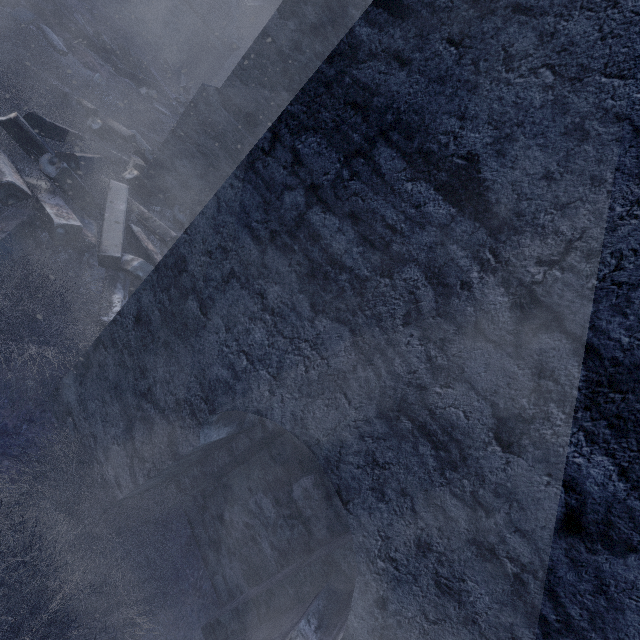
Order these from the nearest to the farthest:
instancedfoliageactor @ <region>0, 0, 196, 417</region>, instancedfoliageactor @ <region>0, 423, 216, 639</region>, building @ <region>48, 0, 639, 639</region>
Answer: building @ <region>48, 0, 639, 639</region>, instancedfoliageactor @ <region>0, 423, 216, 639</region>, instancedfoliageactor @ <region>0, 0, 196, 417</region>

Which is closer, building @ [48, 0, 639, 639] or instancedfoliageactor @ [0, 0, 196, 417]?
building @ [48, 0, 639, 639]

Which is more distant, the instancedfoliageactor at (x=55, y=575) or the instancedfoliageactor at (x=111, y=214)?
the instancedfoliageactor at (x=111, y=214)

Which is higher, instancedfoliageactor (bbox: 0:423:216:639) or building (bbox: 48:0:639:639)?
building (bbox: 48:0:639:639)

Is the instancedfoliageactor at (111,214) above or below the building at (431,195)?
below

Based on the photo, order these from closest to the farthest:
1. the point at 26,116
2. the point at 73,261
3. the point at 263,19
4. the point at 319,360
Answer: the point at 319,360 → the point at 73,261 → the point at 26,116 → the point at 263,19
